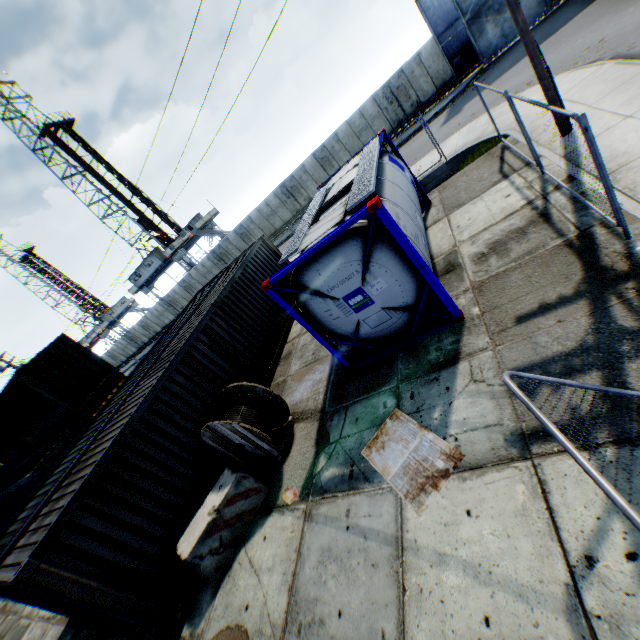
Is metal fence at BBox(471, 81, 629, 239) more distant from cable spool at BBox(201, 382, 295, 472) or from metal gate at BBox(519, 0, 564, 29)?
metal gate at BBox(519, 0, 564, 29)

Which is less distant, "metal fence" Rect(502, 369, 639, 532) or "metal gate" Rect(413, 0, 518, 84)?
"metal fence" Rect(502, 369, 639, 532)

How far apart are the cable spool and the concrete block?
0.2m

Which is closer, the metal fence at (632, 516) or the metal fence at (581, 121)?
the metal fence at (632, 516)

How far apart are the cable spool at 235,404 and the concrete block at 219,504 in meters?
0.2

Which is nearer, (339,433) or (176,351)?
(339,433)

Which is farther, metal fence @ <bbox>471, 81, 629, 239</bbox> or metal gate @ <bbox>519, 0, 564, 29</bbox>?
metal gate @ <bbox>519, 0, 564, 29</bbox>

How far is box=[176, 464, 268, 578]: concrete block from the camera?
6.1 meters
